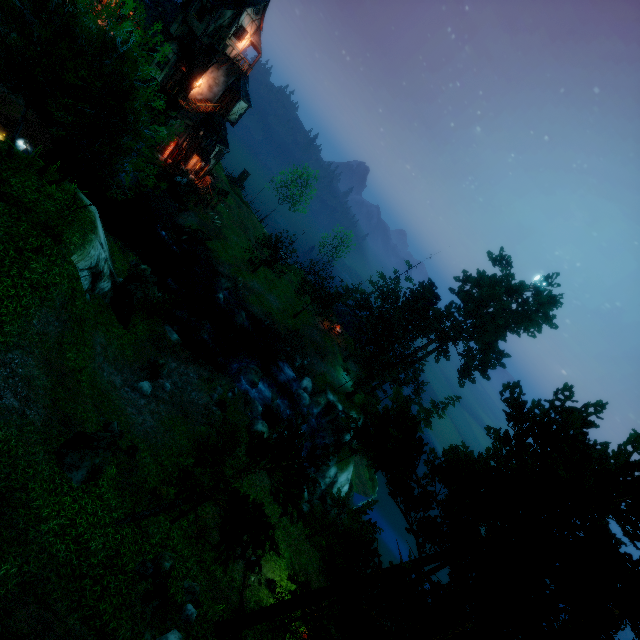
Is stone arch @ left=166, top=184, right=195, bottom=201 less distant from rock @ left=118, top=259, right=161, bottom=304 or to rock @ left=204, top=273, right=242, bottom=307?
rock @ left=204, top=273, right=242, bottom=307

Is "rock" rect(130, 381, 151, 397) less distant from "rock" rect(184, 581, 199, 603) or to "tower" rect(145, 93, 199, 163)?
"rock" rect(184, 581, 199, 603)

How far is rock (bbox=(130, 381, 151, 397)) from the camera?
18.5 meters

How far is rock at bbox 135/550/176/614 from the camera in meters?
10.2

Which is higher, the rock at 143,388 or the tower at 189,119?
the tower at 189,119

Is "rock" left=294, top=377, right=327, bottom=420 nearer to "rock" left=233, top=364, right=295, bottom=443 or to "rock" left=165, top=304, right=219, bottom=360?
"rock" left=233, top=364, right=295, bottom=443

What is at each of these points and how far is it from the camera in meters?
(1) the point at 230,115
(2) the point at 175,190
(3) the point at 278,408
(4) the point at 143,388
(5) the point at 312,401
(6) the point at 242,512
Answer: (1) building, 36.5 m
(2) stone arch, 38.5 m
(3) rock, 30.9 m
(4) rock, 18.6 m
(5) rock, 35.5 m
(6) tree, 11.5 m

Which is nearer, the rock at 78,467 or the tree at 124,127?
the rock at 78,467
